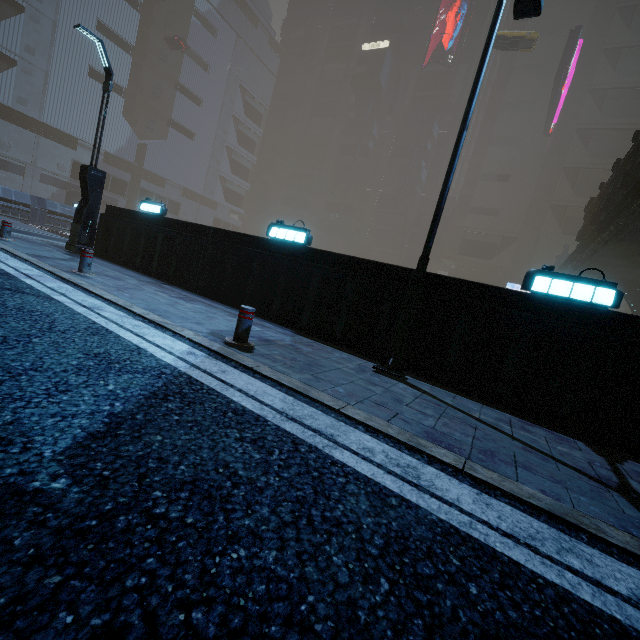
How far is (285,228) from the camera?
8.0m

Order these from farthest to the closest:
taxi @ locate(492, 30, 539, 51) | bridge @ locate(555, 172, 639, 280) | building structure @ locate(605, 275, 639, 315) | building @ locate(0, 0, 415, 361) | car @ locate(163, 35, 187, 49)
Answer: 1. car @ locate(163, 35, 187, 49)
2. taxi @ locate(492, 30, 539, 51)
3. building structure @ locate(605, 275, 639, 315)
4. bridge @ locate(555, 172, 639, 280)
5. building @ locate(0, 0, 415, 361)

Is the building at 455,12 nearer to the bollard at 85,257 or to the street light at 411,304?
the street light at 411,304

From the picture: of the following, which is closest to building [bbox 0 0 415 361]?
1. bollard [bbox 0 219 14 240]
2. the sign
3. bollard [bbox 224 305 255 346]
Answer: the sign

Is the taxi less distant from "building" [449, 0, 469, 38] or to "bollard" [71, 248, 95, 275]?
"building" [449, 0, 469, 38]

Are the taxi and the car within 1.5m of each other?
yes

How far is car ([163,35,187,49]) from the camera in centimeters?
4909cm

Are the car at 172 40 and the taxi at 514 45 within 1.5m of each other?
yes
